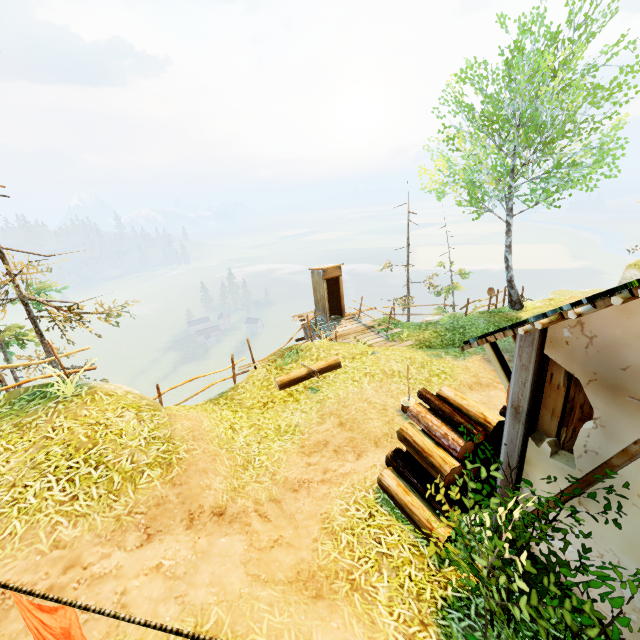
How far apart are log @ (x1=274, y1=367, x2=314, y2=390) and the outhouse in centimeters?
568cm

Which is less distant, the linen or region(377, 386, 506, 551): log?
the linen

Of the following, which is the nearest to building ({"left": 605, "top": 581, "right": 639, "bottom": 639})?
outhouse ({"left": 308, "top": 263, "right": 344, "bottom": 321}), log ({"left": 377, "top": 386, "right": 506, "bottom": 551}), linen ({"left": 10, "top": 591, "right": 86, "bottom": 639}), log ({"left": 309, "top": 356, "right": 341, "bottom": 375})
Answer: log ({"left": 377, "top": 386, "right": 506, "bottom": 551})

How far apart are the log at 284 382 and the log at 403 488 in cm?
444

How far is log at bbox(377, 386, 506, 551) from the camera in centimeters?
454cm

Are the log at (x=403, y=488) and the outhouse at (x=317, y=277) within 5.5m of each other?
no

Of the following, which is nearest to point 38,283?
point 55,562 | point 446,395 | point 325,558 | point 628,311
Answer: point 55,562

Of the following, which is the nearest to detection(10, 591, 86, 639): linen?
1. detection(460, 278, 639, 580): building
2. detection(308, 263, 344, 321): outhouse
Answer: detection(460, 278, 639, 580): building
